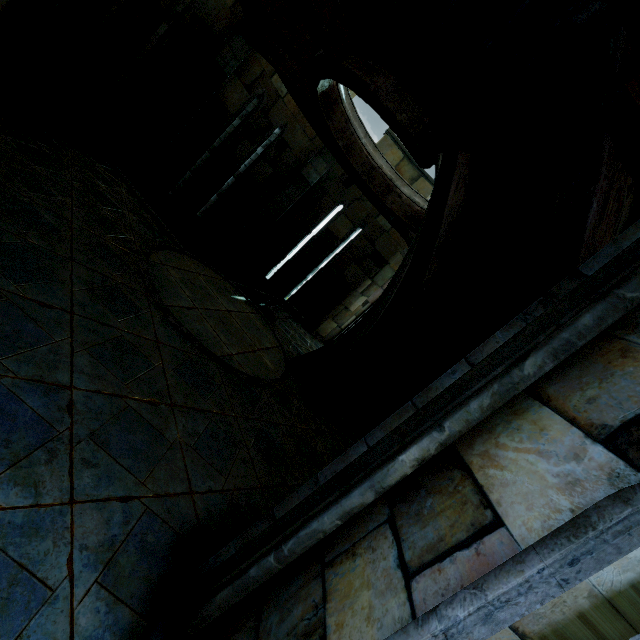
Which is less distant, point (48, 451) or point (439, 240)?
point (48, 451)
